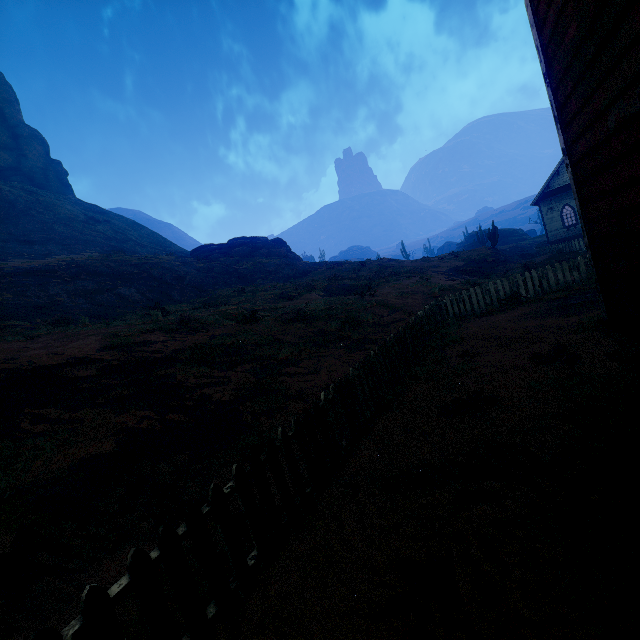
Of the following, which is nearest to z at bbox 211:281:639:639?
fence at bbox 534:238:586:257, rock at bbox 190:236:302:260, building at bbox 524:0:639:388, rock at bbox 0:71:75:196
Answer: building at bbox 524:0:639:388

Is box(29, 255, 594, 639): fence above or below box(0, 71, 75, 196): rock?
below

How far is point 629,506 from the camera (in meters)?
2.55

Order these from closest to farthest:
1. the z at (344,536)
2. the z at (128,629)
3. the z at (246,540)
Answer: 1. the z at (344,536)
2. the z at (128,629)
3. the z at (246,540)

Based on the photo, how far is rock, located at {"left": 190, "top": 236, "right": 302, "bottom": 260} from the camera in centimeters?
3925cm

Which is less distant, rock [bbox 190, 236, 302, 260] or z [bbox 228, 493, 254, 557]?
z [bbox 228, 493, 254, 557]

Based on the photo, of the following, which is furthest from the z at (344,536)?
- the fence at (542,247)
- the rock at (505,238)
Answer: the rock at (505,238)

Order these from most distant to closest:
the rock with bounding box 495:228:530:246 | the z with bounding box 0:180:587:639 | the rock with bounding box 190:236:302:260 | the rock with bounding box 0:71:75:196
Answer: the rock with bounding box 495:228:530:246 → the rock with bounding box 0:71:75:196 → the rock with bounding box 190:236:302:260 → the z with bounding box 0:180:587:639
